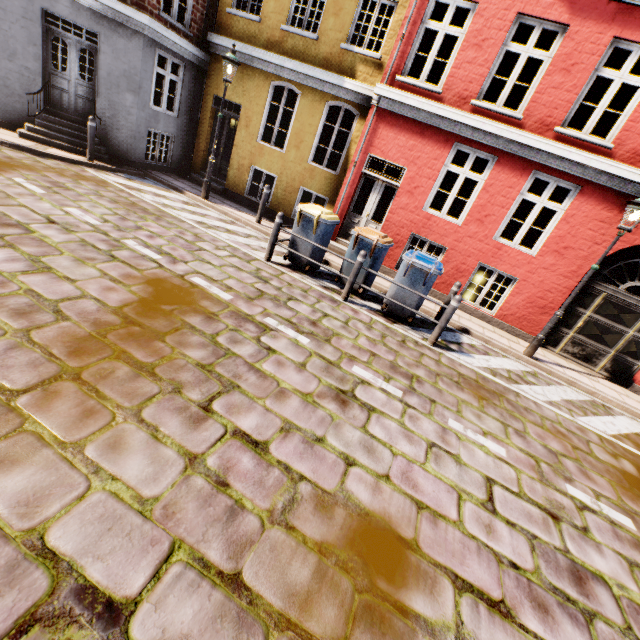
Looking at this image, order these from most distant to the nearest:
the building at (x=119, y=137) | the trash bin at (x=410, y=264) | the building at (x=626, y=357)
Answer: the building at (x=626, y=357), the building at (x=119, y=137), the trash bin at (x=410, y=264)

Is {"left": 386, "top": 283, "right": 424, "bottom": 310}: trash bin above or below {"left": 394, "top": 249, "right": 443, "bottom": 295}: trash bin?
below

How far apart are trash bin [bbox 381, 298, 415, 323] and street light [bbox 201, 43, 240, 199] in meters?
6.5 m

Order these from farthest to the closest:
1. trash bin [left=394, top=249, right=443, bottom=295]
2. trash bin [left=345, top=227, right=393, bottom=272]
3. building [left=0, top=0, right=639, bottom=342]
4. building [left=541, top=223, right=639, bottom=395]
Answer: building [left=541, top=223, right=639, bottom=395] → building [left=0, top=0, right=639, bottom=342] → trash bin [left=345, top=227, right=393, bottom=272] → trash bin [left=394, top=249, right=443, bottom=295]

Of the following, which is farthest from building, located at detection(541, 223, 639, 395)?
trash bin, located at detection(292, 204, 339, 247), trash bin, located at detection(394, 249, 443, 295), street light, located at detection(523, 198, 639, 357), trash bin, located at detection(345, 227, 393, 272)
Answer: street light, located at detection(523, 198, 639, 357)

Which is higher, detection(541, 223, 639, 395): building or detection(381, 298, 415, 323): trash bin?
detection(541, 223, 639, 395): building

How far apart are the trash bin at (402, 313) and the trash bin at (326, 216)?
1.7m

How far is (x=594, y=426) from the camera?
5.8 meters
